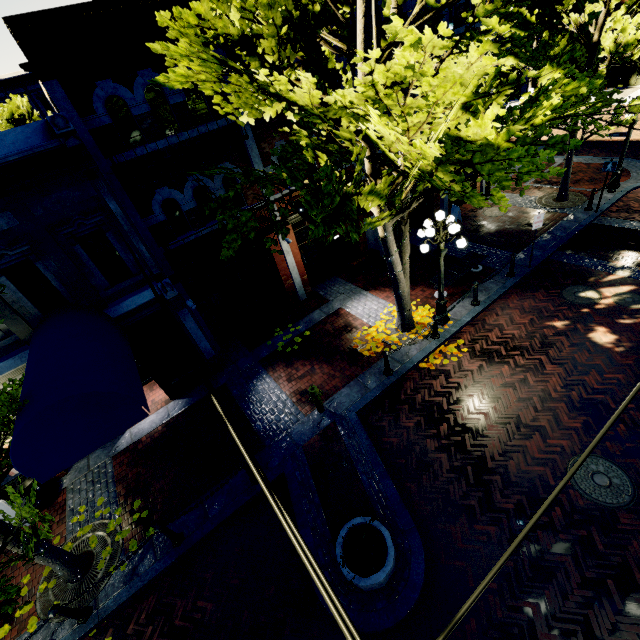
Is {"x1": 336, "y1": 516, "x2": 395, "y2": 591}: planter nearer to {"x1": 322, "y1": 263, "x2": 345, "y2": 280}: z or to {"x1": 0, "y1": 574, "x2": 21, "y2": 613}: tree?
{"x1": 0, "y1": 574, "x2": 21, "y2": 613}: tree

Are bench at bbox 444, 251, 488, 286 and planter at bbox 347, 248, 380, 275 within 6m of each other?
yes

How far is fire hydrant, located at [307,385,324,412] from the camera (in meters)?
8.23

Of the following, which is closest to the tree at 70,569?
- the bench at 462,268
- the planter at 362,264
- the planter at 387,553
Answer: the bench at 462,268

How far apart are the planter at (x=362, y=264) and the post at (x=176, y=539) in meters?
10.4

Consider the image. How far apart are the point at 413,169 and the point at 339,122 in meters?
2.3 m

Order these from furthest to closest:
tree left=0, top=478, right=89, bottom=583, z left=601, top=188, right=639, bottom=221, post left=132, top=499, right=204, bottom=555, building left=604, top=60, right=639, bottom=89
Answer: building left=604, top=60, right=639, bottom=89 < z left=601, top=188, right=639, bottom=221 < post left=132, top=499, right=204, bottom=555 < tree left=0, top=478, right=89, bottom=583

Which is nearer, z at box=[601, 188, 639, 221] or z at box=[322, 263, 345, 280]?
z at box=[601, 188, 639, 221]
